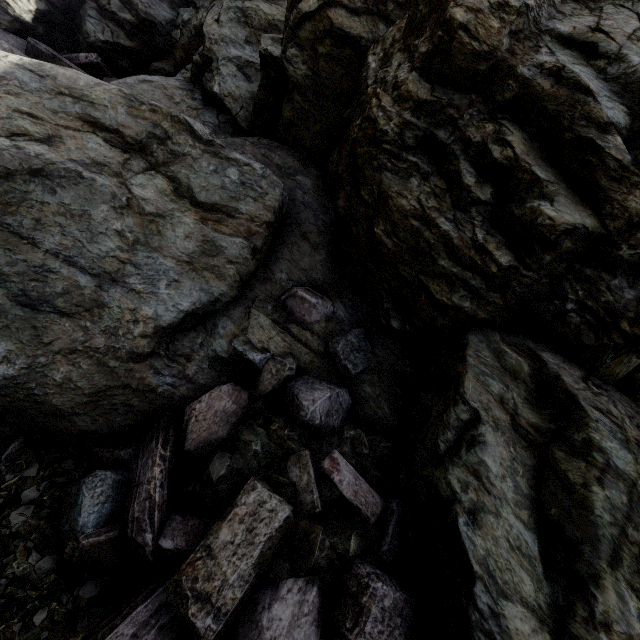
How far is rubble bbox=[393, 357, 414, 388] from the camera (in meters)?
3.96

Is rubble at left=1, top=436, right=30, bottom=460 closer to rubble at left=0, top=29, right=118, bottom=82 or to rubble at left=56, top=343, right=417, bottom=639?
rubble at left=56, top=343, right=417, bottom=639

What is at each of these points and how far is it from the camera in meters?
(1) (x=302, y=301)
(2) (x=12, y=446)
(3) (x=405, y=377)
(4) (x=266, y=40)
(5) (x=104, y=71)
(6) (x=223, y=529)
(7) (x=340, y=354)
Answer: (1) rubble, 4.1
(2) rubble, 3.2
(3) rubble, 4.0
(4) rock, 5.6
(5) rubble, 8.9
(6) rubble, 2.6
(7) rubble, 3.9

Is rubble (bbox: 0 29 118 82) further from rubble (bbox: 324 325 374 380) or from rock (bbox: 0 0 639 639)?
rubble (bbox: 324 325 374 380)

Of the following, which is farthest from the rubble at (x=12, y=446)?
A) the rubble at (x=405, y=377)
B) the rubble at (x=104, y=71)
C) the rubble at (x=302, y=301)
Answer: the rubble at (x=104, y=71)

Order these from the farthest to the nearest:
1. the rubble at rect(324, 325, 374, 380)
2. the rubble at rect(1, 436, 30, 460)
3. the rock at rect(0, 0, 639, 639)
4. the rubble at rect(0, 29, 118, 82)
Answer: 1. the rubble at rect(0, 29, 118, 82)
2. the rubble at rect(324, 325, 374, 380)
3. the rubble at rect(1, 436, 30, 460)
4. the rock at rect(0, 0, 639, 639)

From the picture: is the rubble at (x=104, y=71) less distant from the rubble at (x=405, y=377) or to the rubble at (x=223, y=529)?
the rubble at (x=223, y=529)

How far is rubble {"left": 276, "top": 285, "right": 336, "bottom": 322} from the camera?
4.1m
